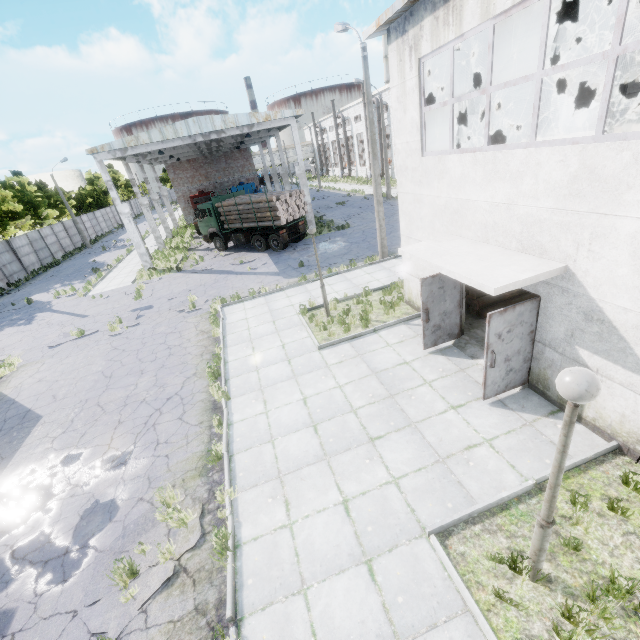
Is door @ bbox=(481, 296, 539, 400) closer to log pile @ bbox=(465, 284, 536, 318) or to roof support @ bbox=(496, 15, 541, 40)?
log pile @ bbox=(465, 284, 536, 318)

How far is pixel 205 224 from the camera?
24.6m

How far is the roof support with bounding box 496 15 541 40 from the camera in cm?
879

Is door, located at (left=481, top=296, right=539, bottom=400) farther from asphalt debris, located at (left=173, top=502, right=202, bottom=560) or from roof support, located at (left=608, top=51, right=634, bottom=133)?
asphalt debris, located at (left=173, top=502, right=202, bottom=560)

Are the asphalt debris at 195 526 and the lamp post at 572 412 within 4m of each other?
no

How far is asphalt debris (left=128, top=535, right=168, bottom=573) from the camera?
5.4m

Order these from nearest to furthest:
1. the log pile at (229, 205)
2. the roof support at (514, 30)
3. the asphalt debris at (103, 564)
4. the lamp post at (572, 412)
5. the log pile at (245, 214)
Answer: the lamp post at (572, 412) < the asphalt debris at (103, 564) < the roof support at (514, 30) < the log pile at (245, 214) < the log pile at (229, 205)

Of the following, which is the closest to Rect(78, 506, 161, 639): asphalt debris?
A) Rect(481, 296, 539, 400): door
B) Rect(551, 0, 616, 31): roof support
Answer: Rect(481, 296, 539, 400): door
